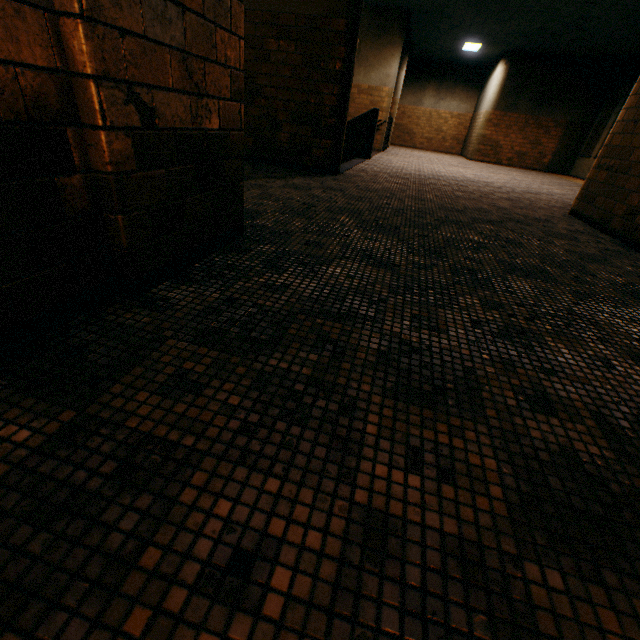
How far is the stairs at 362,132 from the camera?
8.23m

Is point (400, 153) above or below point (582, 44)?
below

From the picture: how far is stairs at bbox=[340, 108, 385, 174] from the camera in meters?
8.2 m
